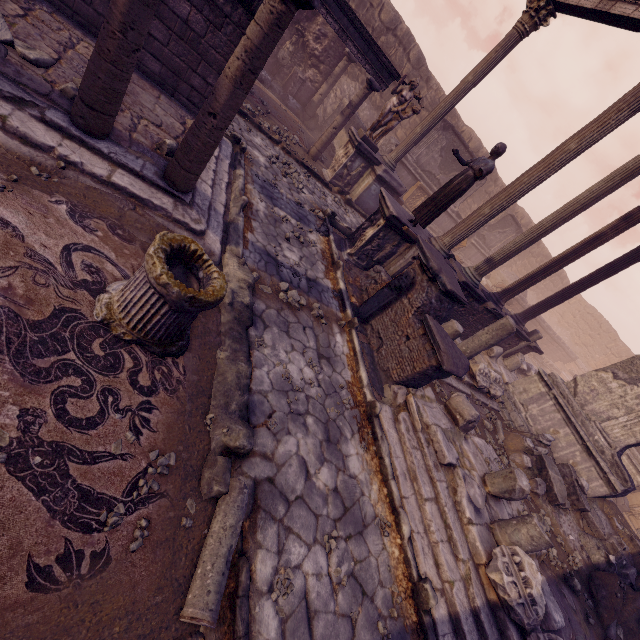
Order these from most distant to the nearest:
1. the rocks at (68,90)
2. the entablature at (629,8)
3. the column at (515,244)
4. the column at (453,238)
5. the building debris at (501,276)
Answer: the building debris at (501,276), the column at (515,244), the entablature at (629,8), the column at (453,238), the rocks at (68,90)

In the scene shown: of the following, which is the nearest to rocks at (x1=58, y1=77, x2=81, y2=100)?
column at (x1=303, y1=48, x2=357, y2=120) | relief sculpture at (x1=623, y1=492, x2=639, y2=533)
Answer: column at (x1=303, y1=48, x2=357, y2=120)

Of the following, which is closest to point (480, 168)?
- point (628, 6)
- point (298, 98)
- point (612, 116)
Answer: point (612, 116)

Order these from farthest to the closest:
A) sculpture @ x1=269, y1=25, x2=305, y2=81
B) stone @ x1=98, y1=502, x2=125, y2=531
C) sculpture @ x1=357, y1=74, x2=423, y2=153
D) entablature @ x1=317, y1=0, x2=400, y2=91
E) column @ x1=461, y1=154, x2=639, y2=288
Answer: sculpture @ x1=269, y1=25, x2=305, y2=81, sculpture @ x1=357, y1=74, x2=423, y2=153, entablature @ x1=317, y1=0, x2=400, y2=91, column @ x1=461, y1=154, x2=639, y2=288, stone @ x1=98, y1=502, x2=125, y2=531

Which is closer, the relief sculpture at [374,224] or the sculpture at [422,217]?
the sculpture at [422,217]

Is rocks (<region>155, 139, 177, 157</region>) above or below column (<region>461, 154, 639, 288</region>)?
below

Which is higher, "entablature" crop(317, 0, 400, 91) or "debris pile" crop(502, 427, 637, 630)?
"entablature" crop(317, 0, 400, 91)

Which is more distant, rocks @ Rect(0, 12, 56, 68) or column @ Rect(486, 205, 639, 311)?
column @ Rect(486, 205, 639, 311)
